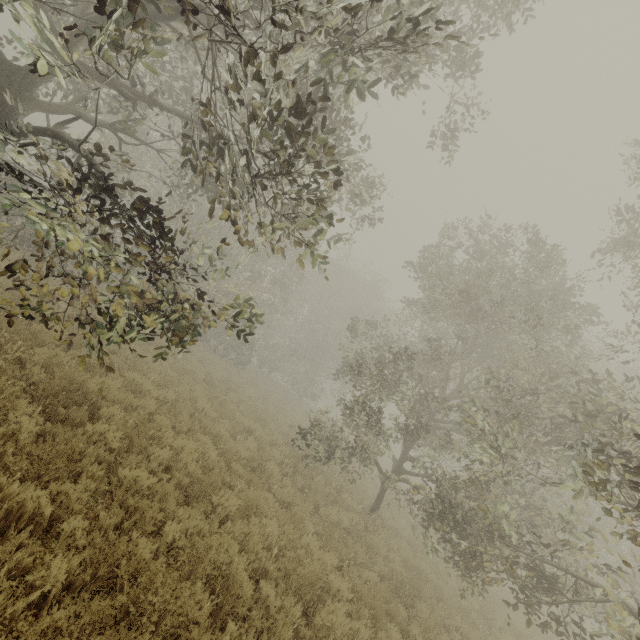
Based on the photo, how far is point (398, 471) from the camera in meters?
12.3 m
